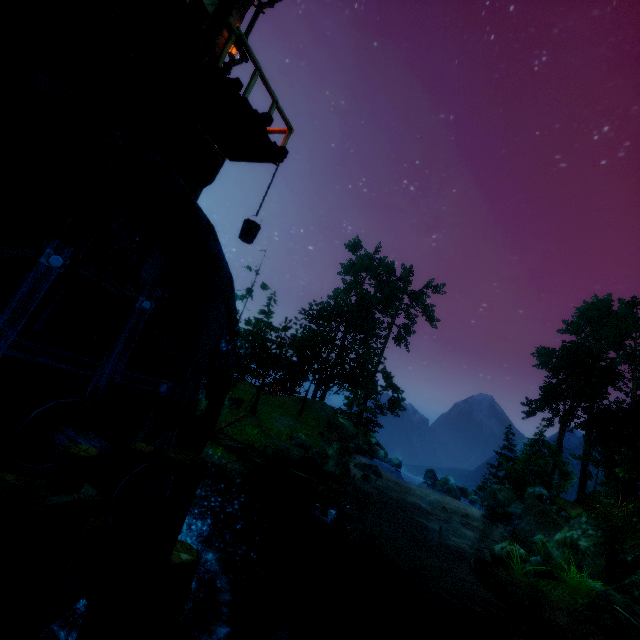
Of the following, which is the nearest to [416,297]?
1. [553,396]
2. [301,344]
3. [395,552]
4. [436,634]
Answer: [553,396]

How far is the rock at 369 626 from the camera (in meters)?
9.88

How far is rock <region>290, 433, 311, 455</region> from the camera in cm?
2059

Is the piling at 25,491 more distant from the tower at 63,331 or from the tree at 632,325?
the tree at 632,325

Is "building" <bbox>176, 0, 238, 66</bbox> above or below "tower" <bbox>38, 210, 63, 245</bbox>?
above

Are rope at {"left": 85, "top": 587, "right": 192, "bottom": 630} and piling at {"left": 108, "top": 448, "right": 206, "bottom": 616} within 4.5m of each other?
yes

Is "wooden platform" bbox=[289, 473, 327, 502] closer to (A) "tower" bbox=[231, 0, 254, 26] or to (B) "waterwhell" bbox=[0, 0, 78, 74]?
(A) "tower" bbox=[231, 0, 254, 26]

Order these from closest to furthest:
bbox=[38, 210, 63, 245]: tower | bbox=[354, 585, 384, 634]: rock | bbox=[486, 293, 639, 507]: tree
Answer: bbox=[38, 210, 63, 245]: tower < bbox=[354, 585, 384, 634]: rock < bbox=[486, 293, 639, 507]: tree
